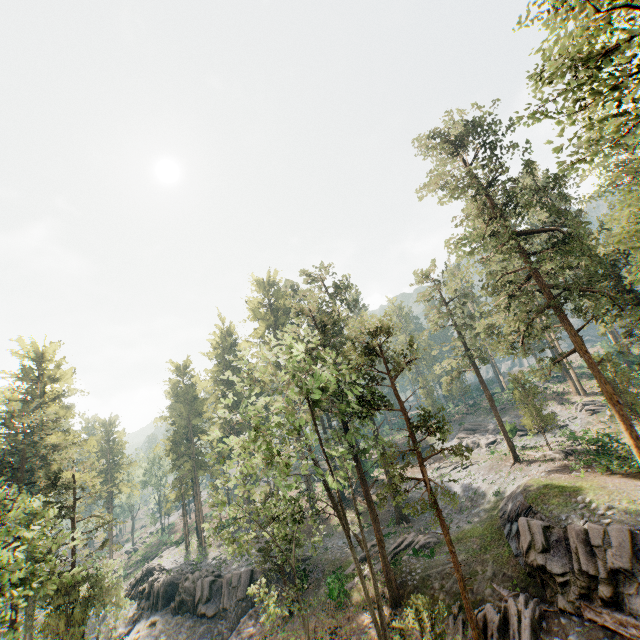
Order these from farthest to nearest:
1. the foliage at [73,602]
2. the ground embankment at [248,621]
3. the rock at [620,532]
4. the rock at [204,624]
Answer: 1. the rock at [204,624]
2. the ground embankment at [248,621]
3. the foliage at [73,602]
4. the rock at [620,532]

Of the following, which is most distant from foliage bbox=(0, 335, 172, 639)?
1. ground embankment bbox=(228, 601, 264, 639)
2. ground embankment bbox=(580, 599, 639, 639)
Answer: ground embankment bbox=(580, 599, 639, 639)

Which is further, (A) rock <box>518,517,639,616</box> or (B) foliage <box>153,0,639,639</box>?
(A) rock <box>518,517,639,616</box>

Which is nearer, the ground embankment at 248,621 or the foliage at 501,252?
the foliage at 501,252

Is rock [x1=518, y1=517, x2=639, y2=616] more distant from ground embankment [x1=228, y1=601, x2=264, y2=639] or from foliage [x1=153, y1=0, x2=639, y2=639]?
ground embankment [x1=228, y1=601, x2=264, y2=639]

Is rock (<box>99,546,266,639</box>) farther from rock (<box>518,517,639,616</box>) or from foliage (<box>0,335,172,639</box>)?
rock (<box>518,517,639,616</box>)

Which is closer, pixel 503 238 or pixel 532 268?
pixel 532 268
